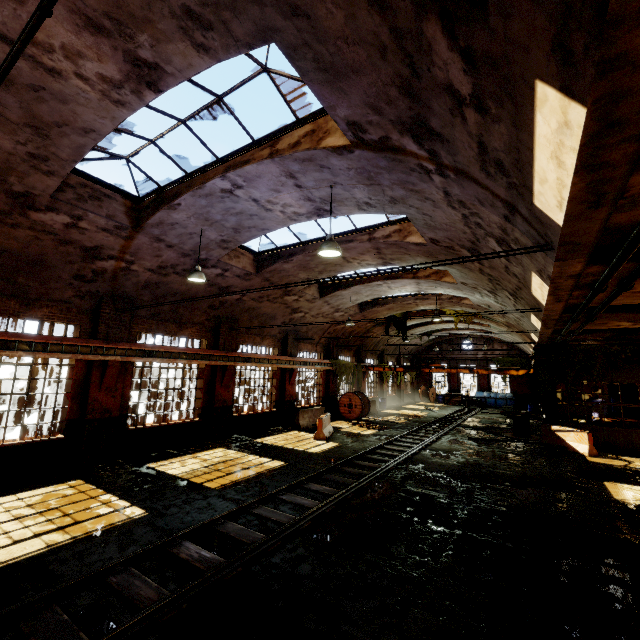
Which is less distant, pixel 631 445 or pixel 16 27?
pixel 16 27

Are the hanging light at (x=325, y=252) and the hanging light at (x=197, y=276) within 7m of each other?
Answer: yes

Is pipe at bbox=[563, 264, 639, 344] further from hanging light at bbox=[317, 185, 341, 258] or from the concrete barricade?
hanging light at bbox=[317, 185, 341, 258]

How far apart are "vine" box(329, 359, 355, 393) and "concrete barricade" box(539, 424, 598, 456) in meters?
11.8 m

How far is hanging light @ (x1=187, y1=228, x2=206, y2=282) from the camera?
9.5m

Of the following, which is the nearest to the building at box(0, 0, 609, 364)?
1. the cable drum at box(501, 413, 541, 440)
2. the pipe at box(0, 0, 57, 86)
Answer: the pipe at box(0, 0, 57, 86)

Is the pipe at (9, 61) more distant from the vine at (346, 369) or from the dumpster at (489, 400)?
the dumpster at (489, 400)

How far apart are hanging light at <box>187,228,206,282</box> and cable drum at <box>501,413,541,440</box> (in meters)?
17.23
